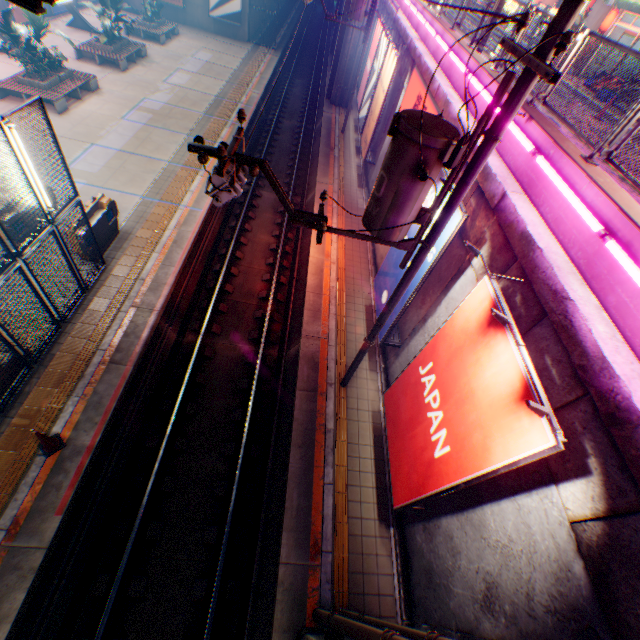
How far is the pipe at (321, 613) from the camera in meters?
5.7 m

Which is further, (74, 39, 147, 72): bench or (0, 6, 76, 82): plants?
(74, 39, 147, 72): bench

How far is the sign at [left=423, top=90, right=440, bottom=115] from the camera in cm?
946

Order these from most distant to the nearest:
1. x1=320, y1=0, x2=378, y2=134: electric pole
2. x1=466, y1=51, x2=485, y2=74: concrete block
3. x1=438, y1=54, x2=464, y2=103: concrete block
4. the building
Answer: the building → x1=320, y1=0, x2=378, y2=134: electric pole → x1=438, y1=54, x2=464, y2=103: concrete block → x1=466, y1=51, x2=485, y2=74: concrete block

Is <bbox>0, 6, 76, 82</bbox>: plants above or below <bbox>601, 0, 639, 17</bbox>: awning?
below

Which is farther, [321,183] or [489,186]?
[321,183]

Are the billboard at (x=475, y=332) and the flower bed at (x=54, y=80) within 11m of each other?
no

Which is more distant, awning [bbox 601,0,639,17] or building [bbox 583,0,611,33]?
building [bbox 583,0,611,33]
